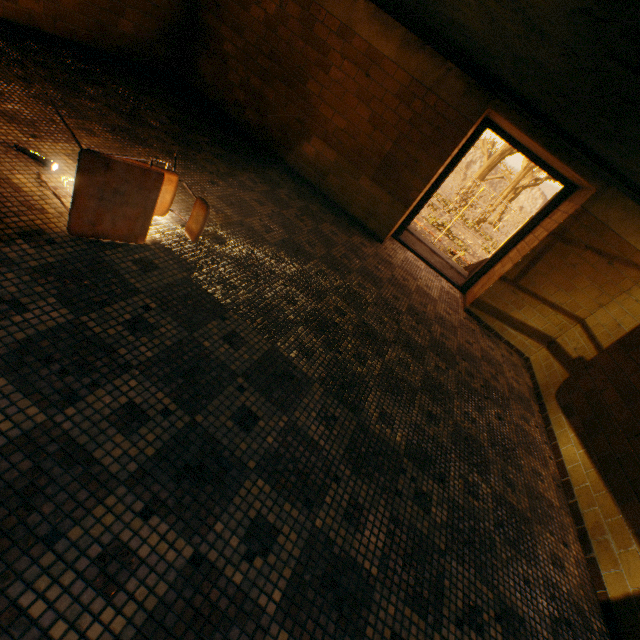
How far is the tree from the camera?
26.7m

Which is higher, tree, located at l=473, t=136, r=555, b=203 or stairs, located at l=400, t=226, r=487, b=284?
tree, located at l=473, t=136, r=555, b=203

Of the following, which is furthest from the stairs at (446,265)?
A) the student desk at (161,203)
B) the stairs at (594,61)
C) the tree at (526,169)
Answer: the student desk at (161,203)

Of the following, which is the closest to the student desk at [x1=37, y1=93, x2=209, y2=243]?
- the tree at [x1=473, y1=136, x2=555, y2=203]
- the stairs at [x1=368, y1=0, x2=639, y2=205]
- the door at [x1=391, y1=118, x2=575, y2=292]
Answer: the stairs at [x1=368, y1=0, x2=639, y2=205]

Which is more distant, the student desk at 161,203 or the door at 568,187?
the door at 568,187

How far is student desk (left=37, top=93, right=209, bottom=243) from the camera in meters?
1.8 m

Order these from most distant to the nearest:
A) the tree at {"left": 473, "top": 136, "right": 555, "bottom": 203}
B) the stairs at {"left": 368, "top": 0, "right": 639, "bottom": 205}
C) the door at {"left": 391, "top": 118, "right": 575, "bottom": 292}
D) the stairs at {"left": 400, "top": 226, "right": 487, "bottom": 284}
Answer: the tree at {"left": 473, "top": 136, "right": 555, "bottom": 203} < the stairs at {"left": 400, "top": 226, "right": 487, "bottom": 284} < the door at {"left": 391, "top": 118, "right": 575, "bottom": 292} < the stairs at {"left": 368, "top": 0, "right": 639, "bottom": 205}

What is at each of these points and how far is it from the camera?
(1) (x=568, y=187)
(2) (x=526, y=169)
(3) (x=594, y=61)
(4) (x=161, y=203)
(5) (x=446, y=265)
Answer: (1) door, 4.74m
(2) tree, 26.45m
(3) stairs, 2.00m
(4) student desk, 2.46m
(5) stairs, 6.98m
